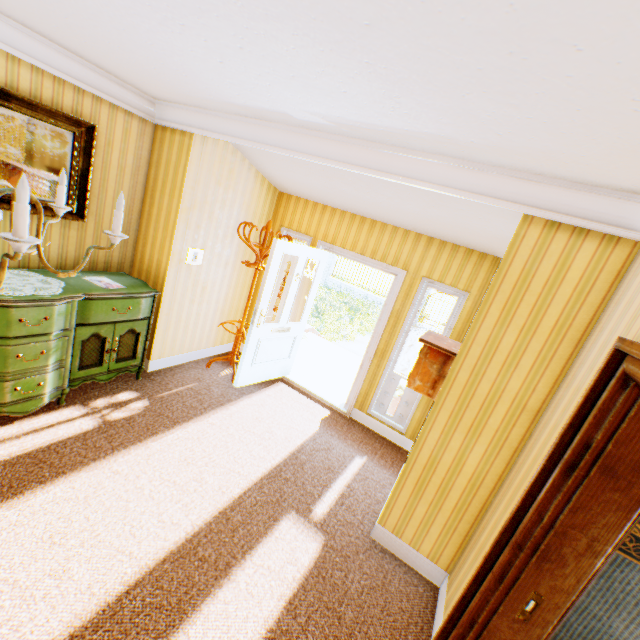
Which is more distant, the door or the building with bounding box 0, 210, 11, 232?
the door

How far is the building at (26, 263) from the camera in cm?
318

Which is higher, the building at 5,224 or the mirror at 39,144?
the mirror at 39,144

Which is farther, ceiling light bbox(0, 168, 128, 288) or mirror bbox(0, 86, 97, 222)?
mirror bbox(0, 86, 97, 222)

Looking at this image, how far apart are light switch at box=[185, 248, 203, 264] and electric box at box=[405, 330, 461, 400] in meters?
3.0

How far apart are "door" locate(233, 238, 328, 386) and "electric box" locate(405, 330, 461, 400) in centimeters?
203cm

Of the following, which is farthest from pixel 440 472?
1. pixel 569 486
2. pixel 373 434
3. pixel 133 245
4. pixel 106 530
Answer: pixel 133 245

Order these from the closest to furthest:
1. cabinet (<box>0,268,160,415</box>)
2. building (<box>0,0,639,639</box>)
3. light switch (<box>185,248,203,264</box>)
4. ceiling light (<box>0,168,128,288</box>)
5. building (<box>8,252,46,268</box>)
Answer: ceiling light (<box>0,168,128,288</box>) < building (<box>0,0,639,639</box>) < cabinet (<box>0,268,160,415</box>) < building (<box>8,252,46,268</box>) < light switch (<box>185,248,203,264</box>)
